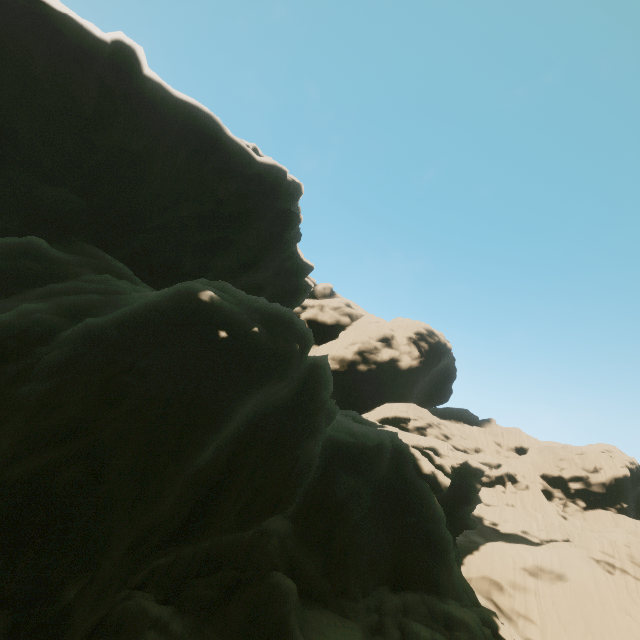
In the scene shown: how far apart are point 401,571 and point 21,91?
41.9m
